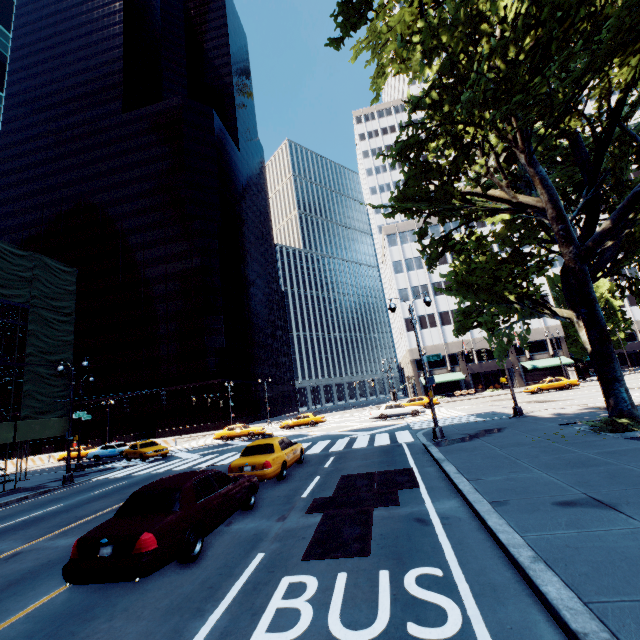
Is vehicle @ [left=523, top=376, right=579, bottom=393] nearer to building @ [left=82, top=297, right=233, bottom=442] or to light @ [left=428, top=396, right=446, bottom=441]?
light @ [left=428, top=396, right=446, bottom=441]

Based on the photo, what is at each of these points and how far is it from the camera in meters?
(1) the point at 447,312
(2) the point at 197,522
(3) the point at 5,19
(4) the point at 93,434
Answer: (1) building, 56.1
(2) vehicle, 6.7
(3) building, 28.4
(4) building, 58.2

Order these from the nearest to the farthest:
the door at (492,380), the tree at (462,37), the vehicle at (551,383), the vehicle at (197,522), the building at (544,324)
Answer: the vehicle at (197,522) → the tree at (462,37) → the vehicle at (551,383) → the building at (544,324) → the door at (492,380)

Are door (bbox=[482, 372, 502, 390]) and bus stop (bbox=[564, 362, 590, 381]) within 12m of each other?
yes

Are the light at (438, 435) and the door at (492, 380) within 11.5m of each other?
no

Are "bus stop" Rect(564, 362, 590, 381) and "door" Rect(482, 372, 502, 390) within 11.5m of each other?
yes

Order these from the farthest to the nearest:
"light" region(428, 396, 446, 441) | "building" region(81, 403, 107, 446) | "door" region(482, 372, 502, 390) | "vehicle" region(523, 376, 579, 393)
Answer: "building" region(81, 403, 107, 446) < "door" region(482, 372, 502, 390) < "vehicle" region(523, 376, 579, 393) < "light" region(428, 396, 446, 441)

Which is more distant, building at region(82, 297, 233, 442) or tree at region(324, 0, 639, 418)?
building at region(82, 297, 233, 442)
